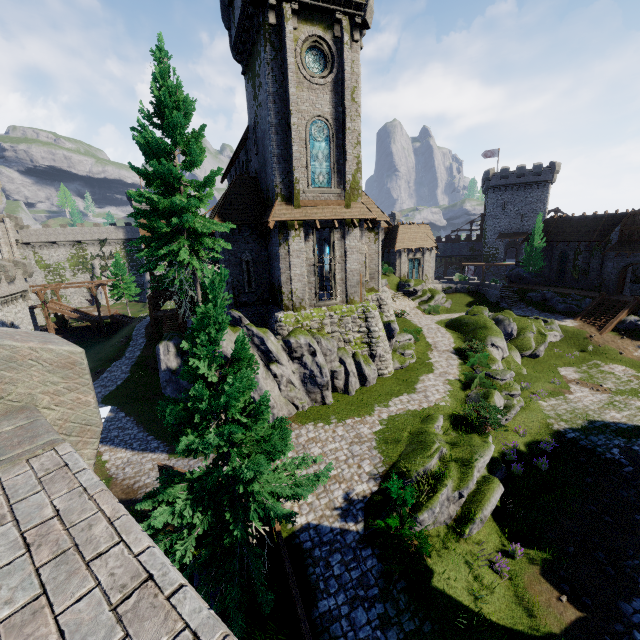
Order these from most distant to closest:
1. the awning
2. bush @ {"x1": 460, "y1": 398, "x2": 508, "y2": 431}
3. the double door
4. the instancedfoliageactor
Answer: the instancedfoliageactor → the double door → the awning → bush @ {"x1": 460, "y1": 398, "x2": 508, "y2": 431}

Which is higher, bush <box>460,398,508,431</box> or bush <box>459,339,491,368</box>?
bush <box>459,339,491,368</box>

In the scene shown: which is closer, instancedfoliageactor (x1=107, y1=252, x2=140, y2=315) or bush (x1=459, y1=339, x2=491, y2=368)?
bush (x1=459, y1=339, x2=491, y2=368)

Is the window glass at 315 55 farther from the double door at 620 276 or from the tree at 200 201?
the double door at 620 276

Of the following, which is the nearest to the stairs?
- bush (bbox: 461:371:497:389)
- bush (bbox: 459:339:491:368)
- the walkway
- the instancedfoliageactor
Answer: bush (bbox: 459:339:491:368)

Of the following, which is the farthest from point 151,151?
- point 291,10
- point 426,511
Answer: point 426,511

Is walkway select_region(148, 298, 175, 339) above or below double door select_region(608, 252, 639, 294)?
below

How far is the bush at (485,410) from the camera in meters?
16.2
